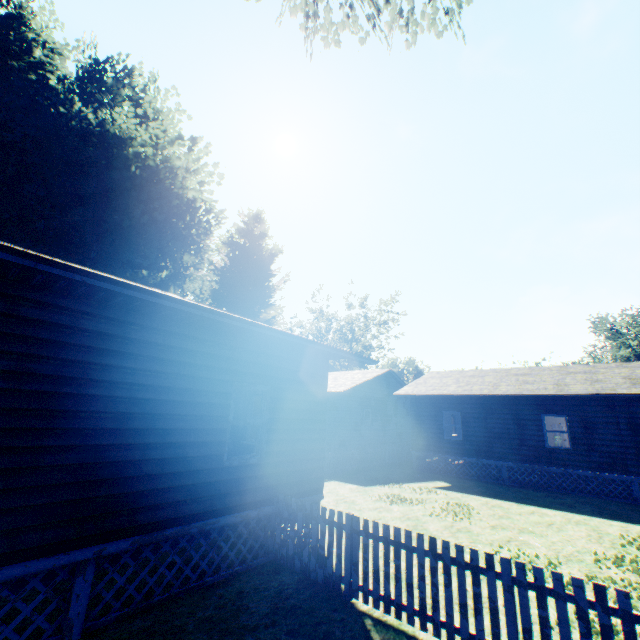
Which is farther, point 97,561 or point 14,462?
point 97,561

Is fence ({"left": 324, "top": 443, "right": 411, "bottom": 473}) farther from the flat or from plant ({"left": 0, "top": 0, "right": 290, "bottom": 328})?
the flat

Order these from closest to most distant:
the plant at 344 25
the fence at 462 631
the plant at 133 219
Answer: the fence at 462 631 → the plant at 344 25 → the plant at 133 219

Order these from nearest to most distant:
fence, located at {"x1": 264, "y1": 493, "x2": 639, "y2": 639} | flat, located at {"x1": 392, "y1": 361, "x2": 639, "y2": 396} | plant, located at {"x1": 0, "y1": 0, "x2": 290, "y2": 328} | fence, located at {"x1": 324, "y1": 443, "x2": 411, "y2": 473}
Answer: fence, located at {"x1": 264, "y1": 493, "x2": 639, "y2": 639}, plant, located at {"x1": 0, "y1": 0, "x2": 290, "y2": 328}, flat, located at {"x1": 392, "y1": 361, "x2": 639, "y2": 396}, fence, located at {"x1": 324, "y1": 443, "x2": 411, "y2": 473}

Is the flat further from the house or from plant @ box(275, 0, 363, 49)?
the house

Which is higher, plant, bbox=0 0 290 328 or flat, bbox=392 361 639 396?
plant, bbox=0 0 290 328

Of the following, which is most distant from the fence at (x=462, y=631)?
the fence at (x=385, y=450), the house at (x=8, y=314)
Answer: the fence at (x=385, y=450)

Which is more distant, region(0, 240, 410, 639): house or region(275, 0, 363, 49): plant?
region(275, 0, 363, 49): plant
